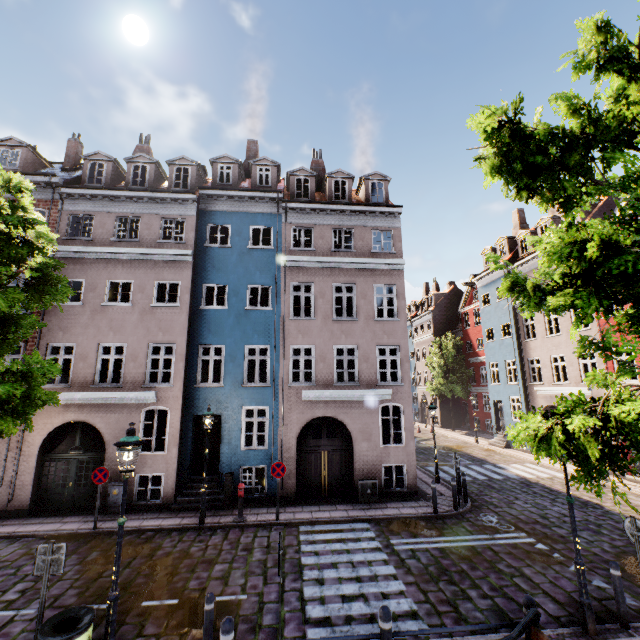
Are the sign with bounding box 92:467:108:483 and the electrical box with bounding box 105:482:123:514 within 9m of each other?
yes

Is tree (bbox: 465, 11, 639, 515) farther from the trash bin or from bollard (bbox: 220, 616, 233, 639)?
bollard (bbox: 220, 616, 233, 639)

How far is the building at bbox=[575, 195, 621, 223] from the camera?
19.0m

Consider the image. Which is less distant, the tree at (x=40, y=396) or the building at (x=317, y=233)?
the tree at (x=40, y=396)

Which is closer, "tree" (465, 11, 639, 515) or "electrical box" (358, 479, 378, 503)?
"tree" (465, 11, 639, 515)

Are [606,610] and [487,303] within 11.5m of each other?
no

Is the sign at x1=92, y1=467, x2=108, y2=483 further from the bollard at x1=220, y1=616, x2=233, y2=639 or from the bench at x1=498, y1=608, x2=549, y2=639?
the bench at x1=498, y1=608, x2=549, y2=639

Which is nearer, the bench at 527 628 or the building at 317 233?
the bench at 527 628
